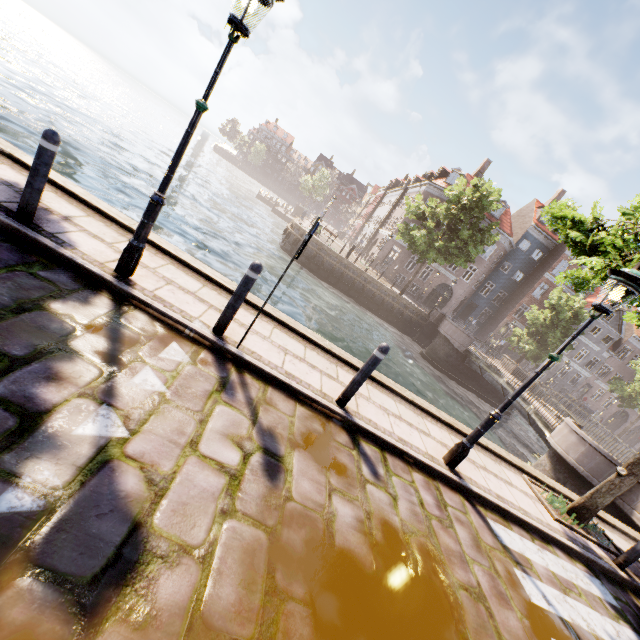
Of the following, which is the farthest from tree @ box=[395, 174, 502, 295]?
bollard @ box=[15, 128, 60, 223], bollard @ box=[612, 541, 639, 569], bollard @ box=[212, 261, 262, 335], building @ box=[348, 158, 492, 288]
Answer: bollard @ box=[212, 261, 262, 335]

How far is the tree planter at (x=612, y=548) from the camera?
5.8 meters

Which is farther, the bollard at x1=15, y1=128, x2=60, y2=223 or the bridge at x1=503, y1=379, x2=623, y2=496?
the bridge at x1=503, y1=379, x2=623, y2=496

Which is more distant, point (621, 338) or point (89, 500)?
point (621, 338)

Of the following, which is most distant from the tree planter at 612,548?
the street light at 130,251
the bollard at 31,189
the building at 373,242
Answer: the building at 373,242

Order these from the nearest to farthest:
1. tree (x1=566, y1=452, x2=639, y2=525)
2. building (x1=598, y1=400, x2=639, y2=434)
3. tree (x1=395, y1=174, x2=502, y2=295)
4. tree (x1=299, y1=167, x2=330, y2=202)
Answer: tree (x1=566, y1=452, x2=639, y2=525) < tree (x1=395, y1=174, x2=502, y2=295) < building (x1=598, y1=400, x2=639, y2=434) < tree (x1=299, y1=167, x2=330, y2=202)

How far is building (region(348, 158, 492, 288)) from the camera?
34.6m
